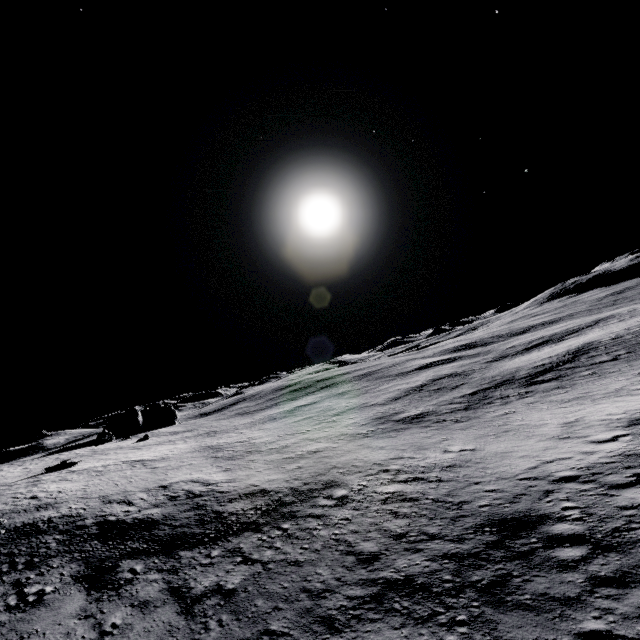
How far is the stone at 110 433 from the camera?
49.88m

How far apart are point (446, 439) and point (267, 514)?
14.9 meters

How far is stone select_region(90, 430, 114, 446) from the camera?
49.9m
